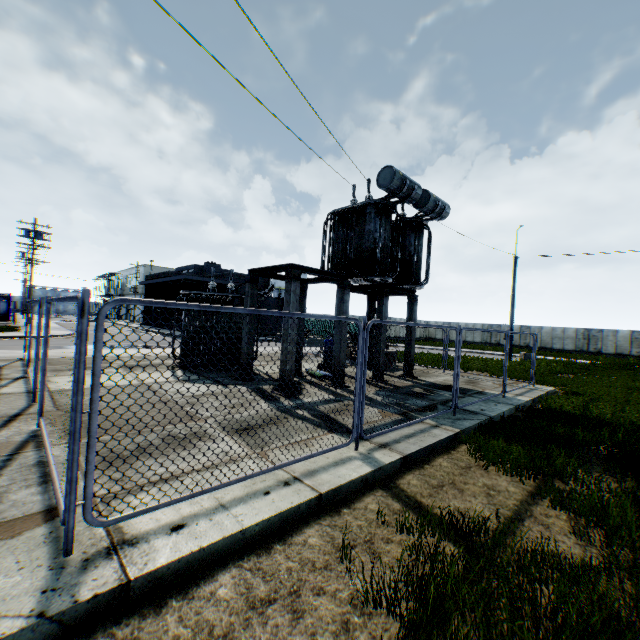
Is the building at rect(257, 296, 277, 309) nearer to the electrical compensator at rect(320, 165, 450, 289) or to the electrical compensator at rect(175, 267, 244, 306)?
the electrical compensator at rect(175, 267, 244, 306)

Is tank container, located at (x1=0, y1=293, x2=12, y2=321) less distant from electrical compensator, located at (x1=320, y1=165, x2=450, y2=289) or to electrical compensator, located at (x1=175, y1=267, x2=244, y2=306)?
electrical compensator, located at (x1=175, y1=267, x2=244, y2=306)

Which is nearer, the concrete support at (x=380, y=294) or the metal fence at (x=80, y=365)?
the metal fence at (x=80, y=365)

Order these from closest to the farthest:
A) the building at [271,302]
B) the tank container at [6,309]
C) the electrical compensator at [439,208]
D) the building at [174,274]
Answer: the electrical compensator at [439,208], the tank container at [6,309], the building at [174,274], the building at [271,302]

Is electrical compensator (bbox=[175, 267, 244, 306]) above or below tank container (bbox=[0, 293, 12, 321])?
above

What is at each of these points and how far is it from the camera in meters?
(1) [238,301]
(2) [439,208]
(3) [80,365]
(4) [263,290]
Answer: (1) electrical compensator, 12.5 m
(2) electrical compensator, 12.9 m
(3) metal fence, 2.7 m
(4) electrical compensator, 12.3 m

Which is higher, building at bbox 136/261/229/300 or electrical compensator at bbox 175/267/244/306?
building at bbox 136/261/229/300
